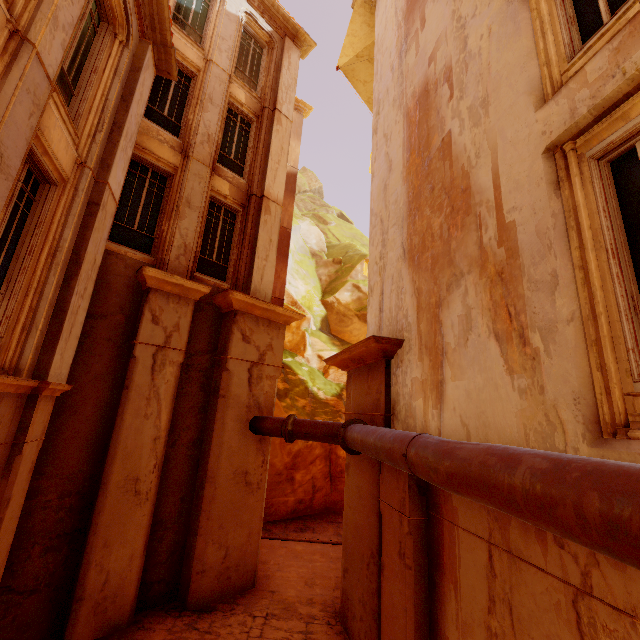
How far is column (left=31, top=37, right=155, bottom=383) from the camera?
5.4m

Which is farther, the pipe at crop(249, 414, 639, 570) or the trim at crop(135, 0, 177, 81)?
the trim at crop(135, 0, 177, 81)

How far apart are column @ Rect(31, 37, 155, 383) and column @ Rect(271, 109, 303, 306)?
8.4m

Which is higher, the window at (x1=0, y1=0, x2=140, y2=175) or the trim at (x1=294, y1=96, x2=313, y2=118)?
the trim at (x1=294, y1=96, x2=313, y2=118)

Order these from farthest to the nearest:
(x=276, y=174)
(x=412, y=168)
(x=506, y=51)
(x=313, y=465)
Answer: (x=313, y=465) → (x=276, y=174) → (x=412, y=168) → (x=506, y=51)

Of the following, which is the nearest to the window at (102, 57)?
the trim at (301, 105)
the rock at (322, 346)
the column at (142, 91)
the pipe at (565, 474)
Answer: the column at (142, 91)

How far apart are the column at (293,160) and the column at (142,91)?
8.4 meters

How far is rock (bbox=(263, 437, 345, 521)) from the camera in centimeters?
1382cm
